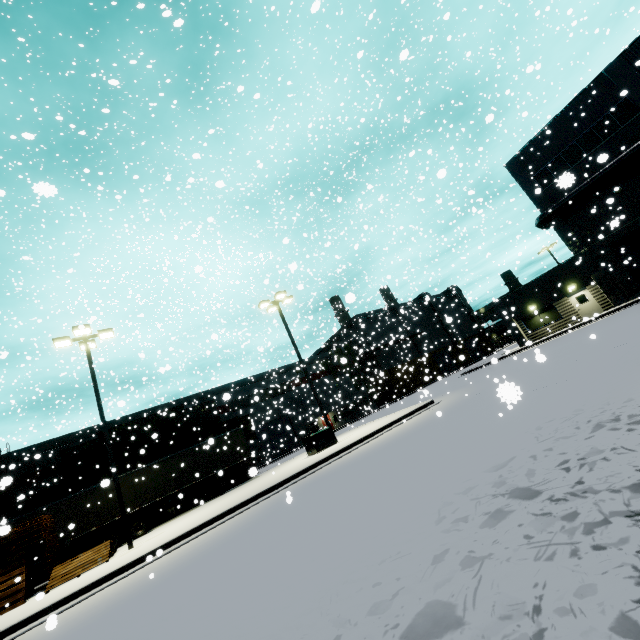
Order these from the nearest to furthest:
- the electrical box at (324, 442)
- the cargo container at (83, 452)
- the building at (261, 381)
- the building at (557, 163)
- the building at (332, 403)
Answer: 1. the electrical box at (324, 442)
2. the building at (557, 163)
3. the cargo container at (83, 452)
4. the building at (261, 381)
5. the building at (332, 403)

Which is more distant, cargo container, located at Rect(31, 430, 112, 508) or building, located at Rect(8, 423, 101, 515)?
building, located at Rect(8, 423, 101, 515)

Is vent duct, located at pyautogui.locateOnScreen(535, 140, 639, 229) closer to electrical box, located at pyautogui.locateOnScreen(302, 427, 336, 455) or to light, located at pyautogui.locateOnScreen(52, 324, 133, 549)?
electrical box, located at pyautogui.locateOnScreen(302, 427, 336, 455)

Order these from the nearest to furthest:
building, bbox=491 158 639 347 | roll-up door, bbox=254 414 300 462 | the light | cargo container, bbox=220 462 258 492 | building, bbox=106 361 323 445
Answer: cargo container, bbox=220 462 258 492 < the light < building, bbox=491 158 639 347 < building, bbox=106 361 323 445 < roll-up door, bbox=254 414 300 462

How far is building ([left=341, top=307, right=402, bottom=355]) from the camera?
45.9 meters

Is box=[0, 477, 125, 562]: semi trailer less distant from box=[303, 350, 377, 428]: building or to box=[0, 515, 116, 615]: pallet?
box=[303, 350, 377, 428]: building

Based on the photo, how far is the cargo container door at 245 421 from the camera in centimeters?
2948cm

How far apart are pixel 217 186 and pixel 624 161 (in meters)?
29.16
